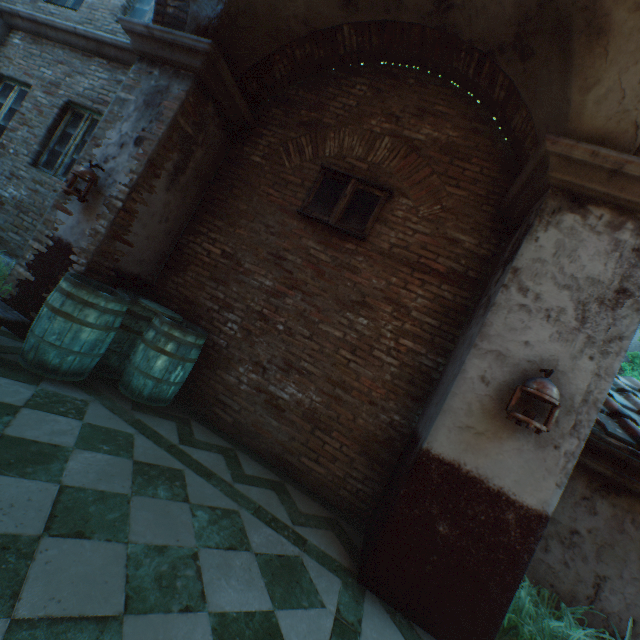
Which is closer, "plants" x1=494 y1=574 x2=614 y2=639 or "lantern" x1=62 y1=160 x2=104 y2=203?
"plants" x1=494 y1=574 x2=614 y2=639

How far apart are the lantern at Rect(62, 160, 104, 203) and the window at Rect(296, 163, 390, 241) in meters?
2.3

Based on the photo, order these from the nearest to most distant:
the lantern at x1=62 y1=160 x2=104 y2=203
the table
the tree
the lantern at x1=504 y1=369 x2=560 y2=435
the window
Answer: the lantern at x1=504 y1=369 x2=560 y2=435 → the table → the lantern at x1=62 y1=160 x2=104 y2=203 → the window → the tree

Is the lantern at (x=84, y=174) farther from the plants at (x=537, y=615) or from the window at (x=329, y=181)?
the plants at (x=537, y=615)

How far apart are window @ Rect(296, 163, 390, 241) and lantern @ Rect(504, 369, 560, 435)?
2.33m

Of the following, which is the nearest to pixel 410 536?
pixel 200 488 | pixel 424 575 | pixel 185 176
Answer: pixel 424 575

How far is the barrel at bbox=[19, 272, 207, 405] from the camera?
3.14m

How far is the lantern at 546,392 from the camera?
2.3m
